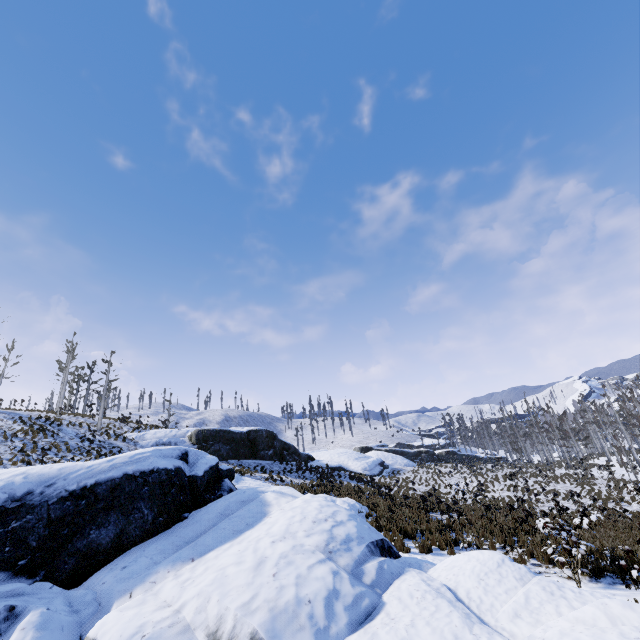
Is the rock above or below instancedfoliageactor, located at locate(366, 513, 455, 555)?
above

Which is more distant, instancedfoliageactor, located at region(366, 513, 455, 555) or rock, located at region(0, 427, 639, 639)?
instancedfoliageactor, located at region(366, 513, 455, 555)

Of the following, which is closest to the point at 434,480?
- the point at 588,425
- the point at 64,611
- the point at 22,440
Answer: the point at 64,611

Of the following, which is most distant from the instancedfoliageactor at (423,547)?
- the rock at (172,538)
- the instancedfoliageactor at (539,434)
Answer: the instancedfoliageactor at (539,434)

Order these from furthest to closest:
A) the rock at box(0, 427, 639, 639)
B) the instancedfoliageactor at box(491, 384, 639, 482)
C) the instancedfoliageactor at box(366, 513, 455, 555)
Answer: the instancedfoliageactor at box(491, 384, 639, 482) → the instancedfoliageactor at box(366, 513, 455, 555) → the rock at box(0, 427, 639, 639)

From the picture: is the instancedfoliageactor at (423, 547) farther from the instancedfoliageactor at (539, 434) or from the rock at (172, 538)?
the instancedfoliageactor at (539, 434)

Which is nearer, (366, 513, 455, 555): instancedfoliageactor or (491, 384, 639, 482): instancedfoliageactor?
(366, 513, 455, 555): instancedfoliageactor

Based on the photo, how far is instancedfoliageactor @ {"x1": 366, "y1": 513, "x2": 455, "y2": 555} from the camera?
11.2m
